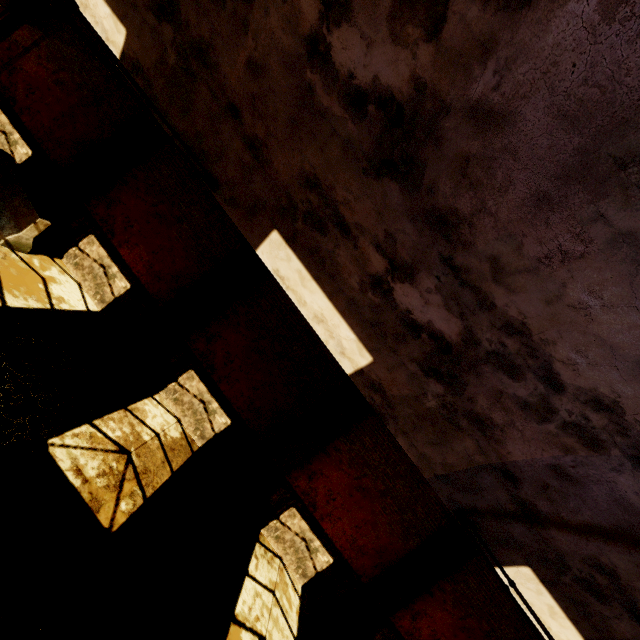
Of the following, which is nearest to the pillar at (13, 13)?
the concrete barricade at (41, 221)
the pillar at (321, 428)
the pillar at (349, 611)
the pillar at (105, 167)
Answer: the concrete barricade at (41, 221)

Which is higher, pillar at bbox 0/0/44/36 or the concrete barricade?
pillar at bbox 0/0/44/36

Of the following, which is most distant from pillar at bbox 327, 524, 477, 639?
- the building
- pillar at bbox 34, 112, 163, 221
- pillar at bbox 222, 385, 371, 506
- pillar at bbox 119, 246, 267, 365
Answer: pillar at bbox 34, 112, 163, 221

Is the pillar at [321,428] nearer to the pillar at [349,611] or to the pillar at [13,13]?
the pillar at [349,611]

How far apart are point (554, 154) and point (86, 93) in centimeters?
1272cm

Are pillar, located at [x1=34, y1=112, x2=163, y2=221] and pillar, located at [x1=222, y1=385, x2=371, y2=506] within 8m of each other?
no

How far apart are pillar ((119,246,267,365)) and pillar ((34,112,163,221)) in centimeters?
421cm

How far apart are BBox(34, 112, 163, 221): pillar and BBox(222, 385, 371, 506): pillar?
9.2m
